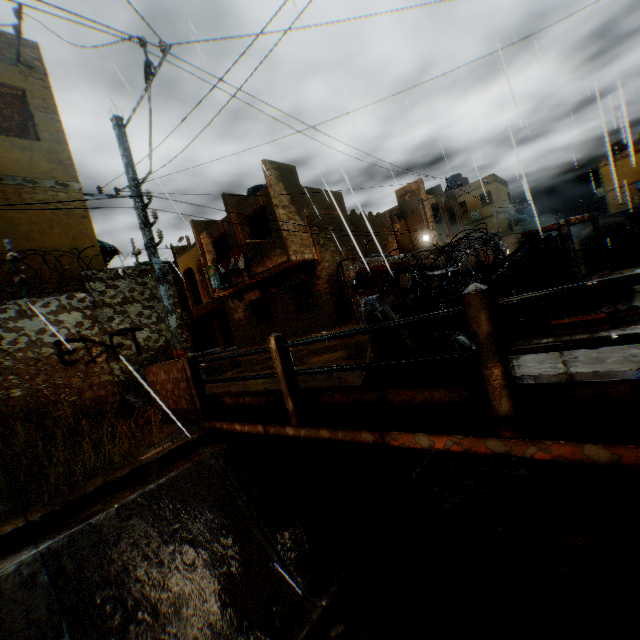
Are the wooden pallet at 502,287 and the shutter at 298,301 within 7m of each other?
no

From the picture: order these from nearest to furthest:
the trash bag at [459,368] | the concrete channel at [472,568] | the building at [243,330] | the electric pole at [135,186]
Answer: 1. the trash bag at [459,368]
2. the concrete channel at [472,568]
3. the electric pole at [135,186]
4. the building at [243,330]

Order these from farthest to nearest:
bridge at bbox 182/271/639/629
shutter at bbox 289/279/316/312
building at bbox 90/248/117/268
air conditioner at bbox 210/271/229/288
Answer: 1. air conditioner at bbox 210/271/229/288
2. shutter at bbox 289/279/316/312
3. building at bbox 90/248/117/268
4. bridge at bbox 182/271/639/629

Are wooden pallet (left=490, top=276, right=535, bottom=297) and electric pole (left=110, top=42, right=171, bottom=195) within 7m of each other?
yes

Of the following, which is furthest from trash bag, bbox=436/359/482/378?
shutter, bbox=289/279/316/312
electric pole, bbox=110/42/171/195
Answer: shutter, bbox=289/279/316/312

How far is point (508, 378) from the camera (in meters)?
2.52

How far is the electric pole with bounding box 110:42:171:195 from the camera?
5.7m

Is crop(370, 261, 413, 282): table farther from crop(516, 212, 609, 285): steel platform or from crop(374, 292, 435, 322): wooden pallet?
crop(516, 212, 609, 285): steel platform
